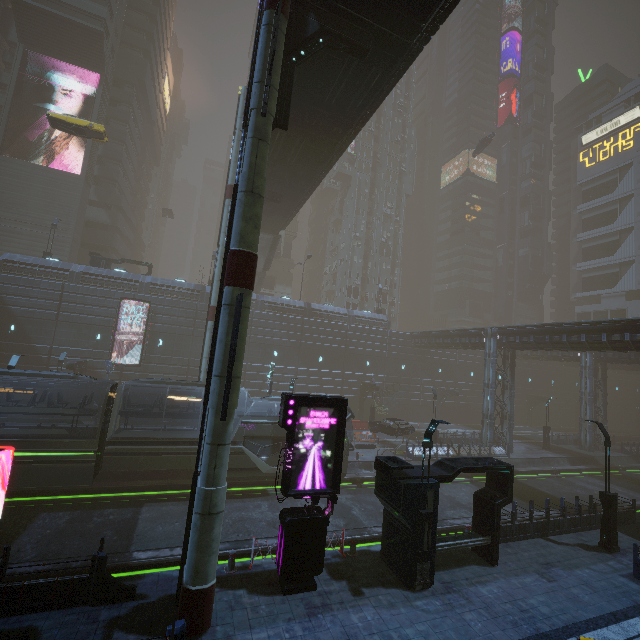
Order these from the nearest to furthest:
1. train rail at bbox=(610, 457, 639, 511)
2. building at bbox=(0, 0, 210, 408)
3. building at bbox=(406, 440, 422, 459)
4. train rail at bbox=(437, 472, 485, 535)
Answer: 1. train rail at bbox=(437, 472, 485, 535)
2. train rail at bbox=(610, 457, 639, 511)
3. building at bbox=(406, 440, 422, 459)
4. building at bbox=(0, 0, 210, 408)

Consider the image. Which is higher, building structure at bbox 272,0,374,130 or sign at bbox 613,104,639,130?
sign at bbox 613,104,639,130

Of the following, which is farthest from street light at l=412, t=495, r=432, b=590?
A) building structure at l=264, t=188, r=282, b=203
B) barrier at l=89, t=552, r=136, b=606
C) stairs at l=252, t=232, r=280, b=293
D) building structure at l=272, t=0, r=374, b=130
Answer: stairs at l=252, t=232, r=280, b=293

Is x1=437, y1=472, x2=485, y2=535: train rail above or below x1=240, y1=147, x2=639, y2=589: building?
below

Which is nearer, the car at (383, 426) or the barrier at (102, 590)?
the barrier at (102, 590)

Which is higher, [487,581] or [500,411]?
[500,411]

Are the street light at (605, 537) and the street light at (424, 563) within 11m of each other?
yes

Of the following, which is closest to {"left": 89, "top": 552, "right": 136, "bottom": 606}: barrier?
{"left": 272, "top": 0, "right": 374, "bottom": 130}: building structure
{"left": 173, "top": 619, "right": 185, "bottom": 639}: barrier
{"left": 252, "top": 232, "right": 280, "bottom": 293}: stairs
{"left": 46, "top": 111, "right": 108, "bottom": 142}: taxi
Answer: {"left": 173, "top": 619, "right": 185, "bottom": 639}: barrier
